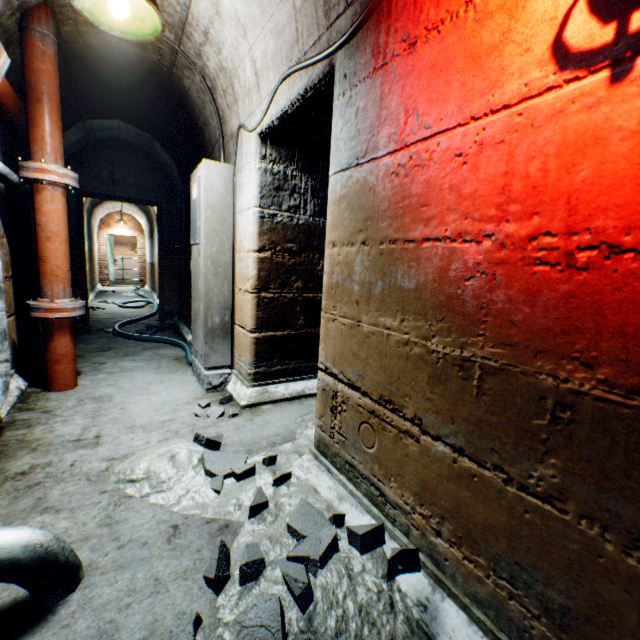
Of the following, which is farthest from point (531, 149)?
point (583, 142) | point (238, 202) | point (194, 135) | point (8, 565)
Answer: point (194, 135)

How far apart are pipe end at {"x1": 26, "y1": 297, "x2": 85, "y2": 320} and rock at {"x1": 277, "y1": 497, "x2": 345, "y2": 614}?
2.4 meters

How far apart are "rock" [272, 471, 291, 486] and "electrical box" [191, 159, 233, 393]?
1.5m

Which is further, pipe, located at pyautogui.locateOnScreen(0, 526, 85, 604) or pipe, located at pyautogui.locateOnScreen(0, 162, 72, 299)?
pipe, located at pyautogui.locateOnScreen(0, 162, 72, 299)

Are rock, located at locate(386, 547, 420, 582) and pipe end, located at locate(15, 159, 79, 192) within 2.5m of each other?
no

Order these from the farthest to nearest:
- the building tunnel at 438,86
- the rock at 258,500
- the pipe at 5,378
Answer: the pipe at 5,378 < the rock at 258,500 < the building tunnel at 438,86

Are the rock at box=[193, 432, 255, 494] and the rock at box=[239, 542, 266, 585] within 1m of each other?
yes

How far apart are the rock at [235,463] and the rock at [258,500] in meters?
0.2
